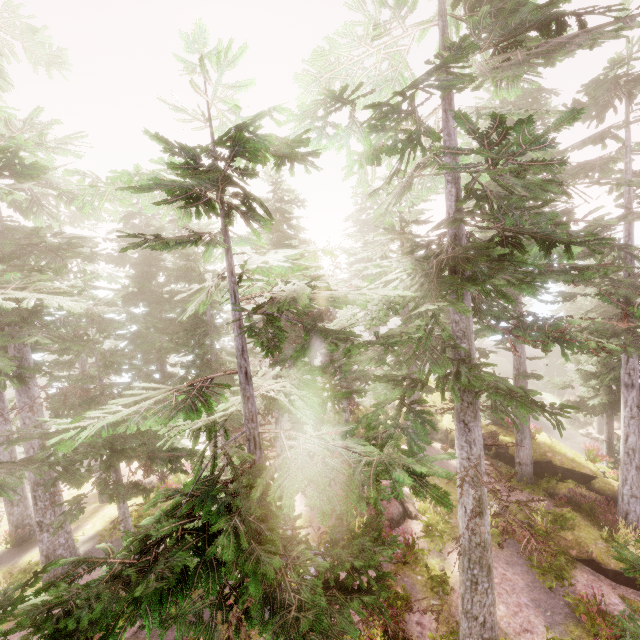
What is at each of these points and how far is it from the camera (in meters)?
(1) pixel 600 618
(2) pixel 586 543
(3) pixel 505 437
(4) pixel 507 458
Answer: (1) instancedfoliageactor, 10.15
(2) rock, 13.66
(3) rock, 22.62
(4) rock, 21.08

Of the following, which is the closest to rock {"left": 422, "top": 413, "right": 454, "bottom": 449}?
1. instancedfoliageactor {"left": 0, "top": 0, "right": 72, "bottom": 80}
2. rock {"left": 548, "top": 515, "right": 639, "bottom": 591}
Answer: instancedfoliageactor {"left": 0, "top": 0, "right": 72, "bottom": 80}

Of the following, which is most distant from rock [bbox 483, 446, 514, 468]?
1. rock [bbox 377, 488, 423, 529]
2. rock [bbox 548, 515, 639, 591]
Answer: rock [bbox 377, 488, 423, 529]

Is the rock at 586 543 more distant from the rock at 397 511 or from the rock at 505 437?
the rock at 397 511

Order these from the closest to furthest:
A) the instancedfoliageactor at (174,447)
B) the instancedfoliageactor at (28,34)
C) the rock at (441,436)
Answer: the instancedfoliageactor at (174,447) → the instancedfoliageactor at (28,34) → the rock at (441,436)

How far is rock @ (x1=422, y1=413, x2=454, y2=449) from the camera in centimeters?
2413cm

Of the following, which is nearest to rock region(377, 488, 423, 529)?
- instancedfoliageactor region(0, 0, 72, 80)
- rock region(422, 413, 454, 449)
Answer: instancedfoliageactor region(0, 0, 72, 80)
